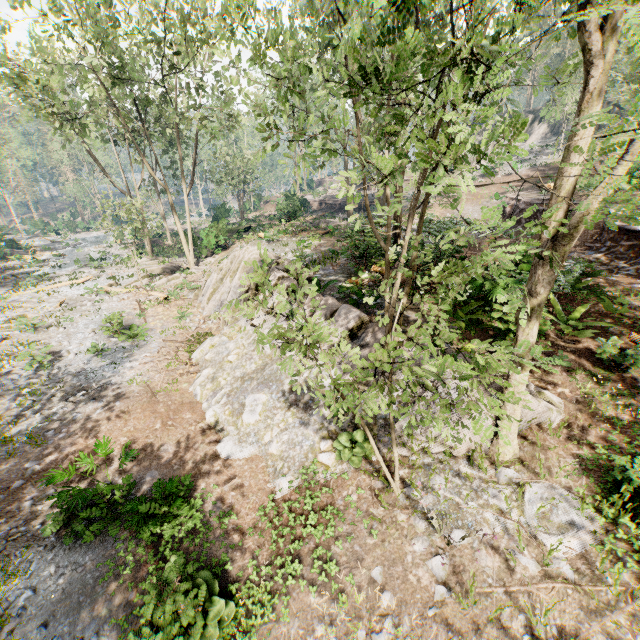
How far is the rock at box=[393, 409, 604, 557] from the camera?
5.4m

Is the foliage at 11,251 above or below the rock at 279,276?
below

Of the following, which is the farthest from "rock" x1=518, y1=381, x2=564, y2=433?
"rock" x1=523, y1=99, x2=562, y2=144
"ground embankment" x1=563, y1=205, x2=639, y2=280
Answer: "rock" x1=523, y1=99, x2=562, y2=144

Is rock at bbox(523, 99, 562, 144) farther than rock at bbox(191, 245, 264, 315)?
Yes

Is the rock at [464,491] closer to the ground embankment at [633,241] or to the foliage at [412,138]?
the foliage at [412,138]

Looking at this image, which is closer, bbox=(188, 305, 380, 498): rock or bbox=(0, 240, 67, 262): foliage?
bbox=(188, 305, 380, 498): rock

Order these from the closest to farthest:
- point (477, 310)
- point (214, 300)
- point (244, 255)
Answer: point (477, 310), point (244, 255), point (214, 300)

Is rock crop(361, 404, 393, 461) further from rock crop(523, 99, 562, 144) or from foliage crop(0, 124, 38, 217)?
rock crop(523, 99, 562, 144)
